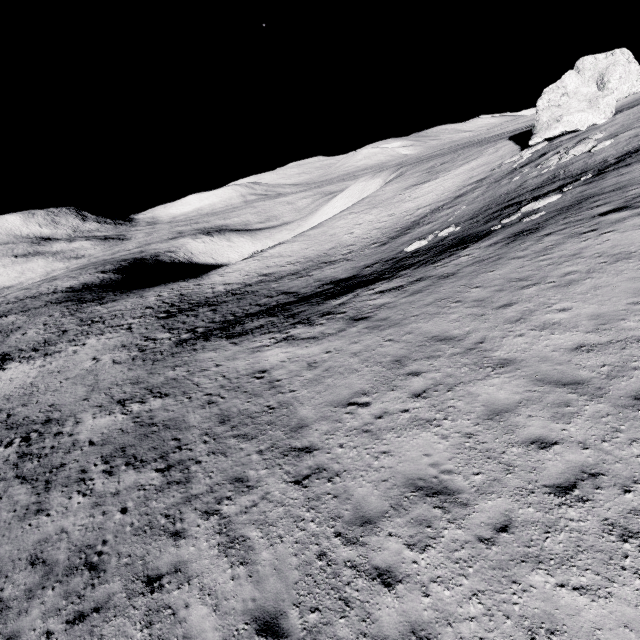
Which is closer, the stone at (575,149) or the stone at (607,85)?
the stone at (575,149)

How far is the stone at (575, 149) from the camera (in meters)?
25.41

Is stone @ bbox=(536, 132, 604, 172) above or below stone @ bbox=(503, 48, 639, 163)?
below

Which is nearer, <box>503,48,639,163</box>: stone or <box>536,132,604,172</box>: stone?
<box>536,132,604,172</box>: stone

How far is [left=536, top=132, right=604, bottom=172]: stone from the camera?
25.4 meters

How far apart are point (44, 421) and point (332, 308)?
18.9 meters
